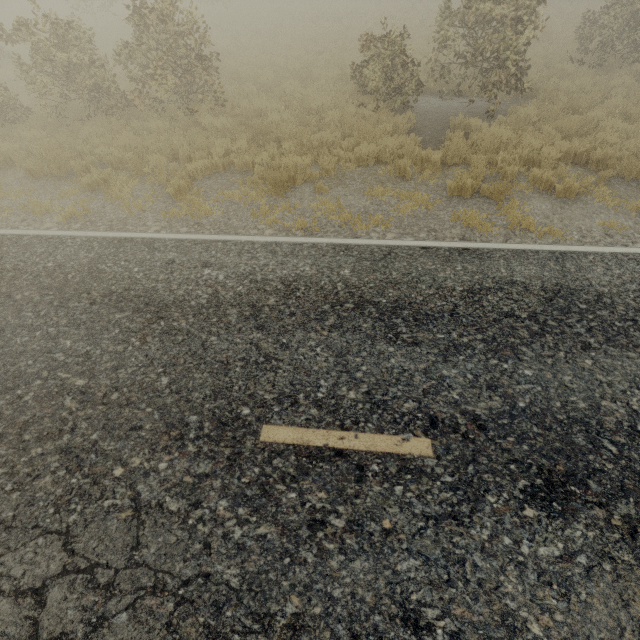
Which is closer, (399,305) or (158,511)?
(158,511)

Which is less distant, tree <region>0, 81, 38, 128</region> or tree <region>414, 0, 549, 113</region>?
tree <region>414, 0, 549, 113</region>

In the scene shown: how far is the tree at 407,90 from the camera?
9.3m

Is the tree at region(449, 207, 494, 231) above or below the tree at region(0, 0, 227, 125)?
below

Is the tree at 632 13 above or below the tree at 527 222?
above

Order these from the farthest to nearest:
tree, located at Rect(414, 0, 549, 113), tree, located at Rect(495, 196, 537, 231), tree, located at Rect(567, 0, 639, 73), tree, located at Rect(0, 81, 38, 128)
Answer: tree, located at Rect(567, 0, 639, 73) → tree, located at Rect(0, 81, 38, 128) → tree, located at Rect(414, 0, 549, 113) → tree, located at Rect(495, 196, 537, 231)

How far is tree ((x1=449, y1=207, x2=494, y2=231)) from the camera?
6.0m
